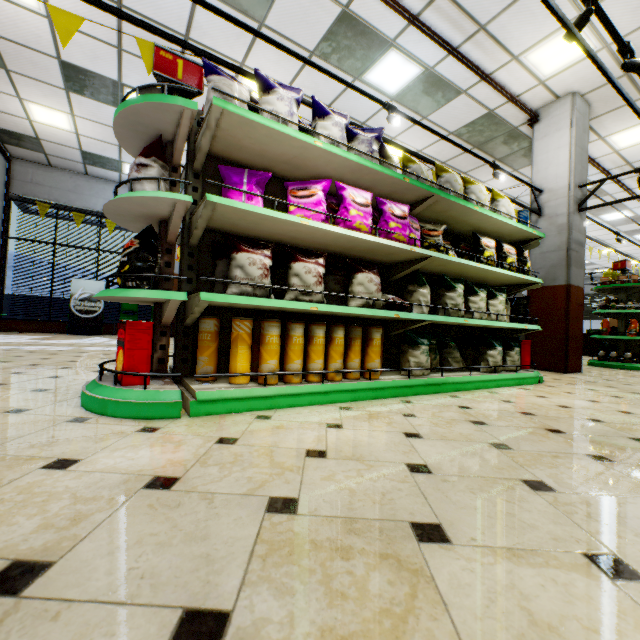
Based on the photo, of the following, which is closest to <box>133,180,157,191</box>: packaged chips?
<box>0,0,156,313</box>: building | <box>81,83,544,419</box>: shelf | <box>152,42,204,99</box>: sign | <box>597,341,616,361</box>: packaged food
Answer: <box>81,83,544,419</box>: shelf

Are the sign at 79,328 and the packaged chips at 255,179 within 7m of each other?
no

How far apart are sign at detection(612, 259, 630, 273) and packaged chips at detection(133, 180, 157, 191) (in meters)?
9.51

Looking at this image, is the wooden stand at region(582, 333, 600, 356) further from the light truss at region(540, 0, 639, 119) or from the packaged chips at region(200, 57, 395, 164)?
the packaged chips at region(200, 57, 395, 164)

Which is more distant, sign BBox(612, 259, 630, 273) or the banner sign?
sign BBox(612, 259, 630, 273)

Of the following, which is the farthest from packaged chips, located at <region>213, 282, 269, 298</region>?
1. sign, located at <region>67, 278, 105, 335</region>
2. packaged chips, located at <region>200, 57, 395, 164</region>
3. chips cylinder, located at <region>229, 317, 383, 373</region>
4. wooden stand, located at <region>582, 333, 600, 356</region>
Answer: wooden stand, located at <region>582, 333, 600, 356</region>

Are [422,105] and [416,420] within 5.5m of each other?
no

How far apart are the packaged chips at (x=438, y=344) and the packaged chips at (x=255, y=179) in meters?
2.5
